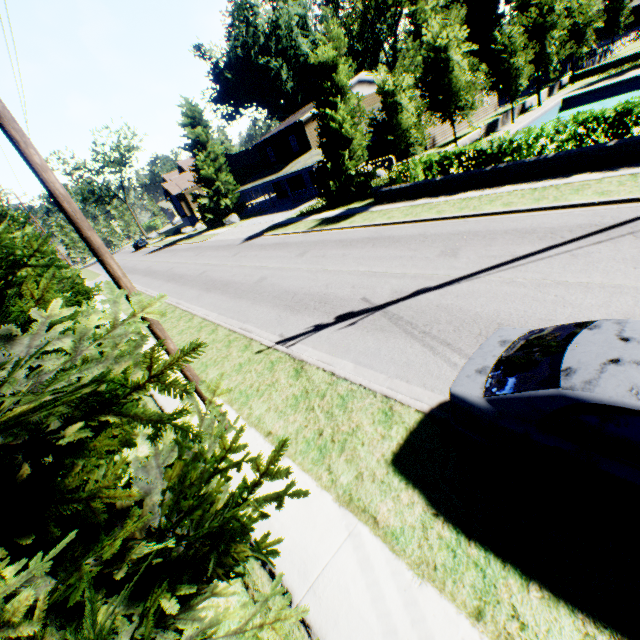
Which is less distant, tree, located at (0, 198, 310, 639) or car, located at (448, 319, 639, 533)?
tree, located at (0, 198, 310, 639)

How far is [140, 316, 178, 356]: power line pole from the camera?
5.34m

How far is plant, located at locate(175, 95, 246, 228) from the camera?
37.9 meters

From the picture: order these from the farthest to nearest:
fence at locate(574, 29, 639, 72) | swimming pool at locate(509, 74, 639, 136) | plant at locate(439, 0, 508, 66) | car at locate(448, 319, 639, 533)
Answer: plant at locate(439, 0, 508, 66), fence at locate(574, 29, 639, 72), swimming pool at locate(509, 74, 639, 136), car at locate(448, 319, 639, 533)

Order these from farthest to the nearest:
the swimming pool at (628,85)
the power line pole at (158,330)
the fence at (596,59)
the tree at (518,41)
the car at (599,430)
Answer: the fence at (596,59)
the swimming pool at (628,85)
the tree at (518,41)
the power line pole at (158,330)
the car at (599,430)

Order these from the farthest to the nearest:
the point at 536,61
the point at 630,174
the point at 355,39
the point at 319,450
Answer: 1. the point at 355,39
2. the point at 536,61
3. the point at 630,174
4. the point at 319,450

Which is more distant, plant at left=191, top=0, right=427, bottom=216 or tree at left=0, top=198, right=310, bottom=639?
plant at left=191, top=0, right=427, bottom=216

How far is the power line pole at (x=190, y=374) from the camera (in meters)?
5.82
